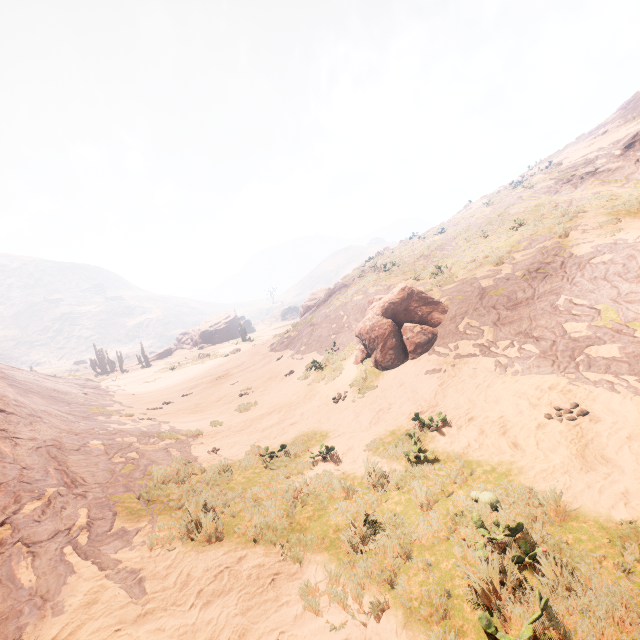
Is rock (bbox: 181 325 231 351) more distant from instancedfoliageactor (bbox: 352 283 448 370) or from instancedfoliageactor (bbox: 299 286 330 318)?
instancedfoliageactor (bbox: 352 283 448 370)

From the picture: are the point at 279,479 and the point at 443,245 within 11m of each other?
no

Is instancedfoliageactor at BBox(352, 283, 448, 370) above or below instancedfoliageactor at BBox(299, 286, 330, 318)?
below

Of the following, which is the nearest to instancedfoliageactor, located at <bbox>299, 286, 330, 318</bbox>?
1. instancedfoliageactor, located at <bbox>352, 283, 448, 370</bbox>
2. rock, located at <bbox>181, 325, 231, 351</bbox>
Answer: rock, located at <bbox>181, 325, 231, 351</bbox>

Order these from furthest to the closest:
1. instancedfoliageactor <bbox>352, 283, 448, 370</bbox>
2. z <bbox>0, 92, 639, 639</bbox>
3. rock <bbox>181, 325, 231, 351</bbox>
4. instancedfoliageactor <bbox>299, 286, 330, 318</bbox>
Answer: rock <bbox>181, 325, 231, 351</bbox>
instancedfoliageactor <bbox>299, 286, 330, 318</bbox>
instancedfoliageactor <bbox>352, 283, 448, 370</bbox>
z <bbox>0, 92, 639, 639</bbox>

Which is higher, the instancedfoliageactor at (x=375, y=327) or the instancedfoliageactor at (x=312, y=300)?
the instancedfoliageactor at (x=312, y=300)

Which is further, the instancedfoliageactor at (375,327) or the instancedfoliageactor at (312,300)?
the instancedfoliageactor at (312,300)

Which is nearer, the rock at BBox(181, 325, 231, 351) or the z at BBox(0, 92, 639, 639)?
the z at BBox(0, 92, 639, 639)
